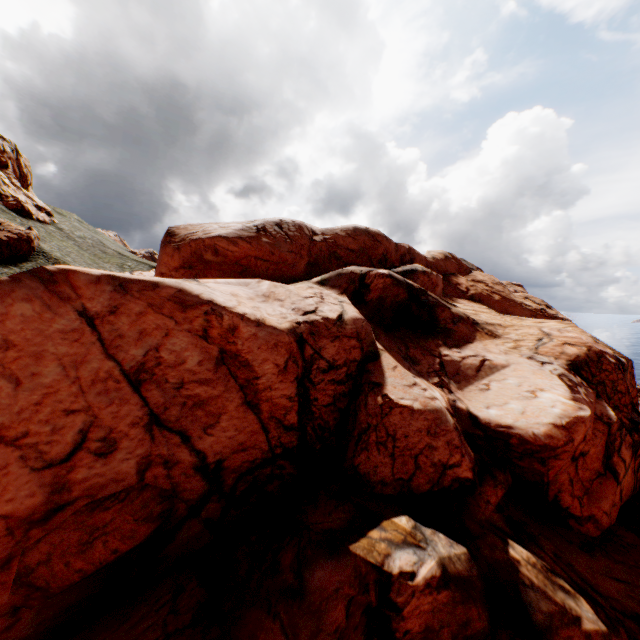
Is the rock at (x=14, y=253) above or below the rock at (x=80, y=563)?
above

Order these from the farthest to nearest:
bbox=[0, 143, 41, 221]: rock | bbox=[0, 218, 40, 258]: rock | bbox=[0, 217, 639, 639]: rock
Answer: bbox=[0, 143, 41, 221]: rock, bbox=[0, 218, 40, 258]: rock, bbox=[0, 217, 639, 639]: rock

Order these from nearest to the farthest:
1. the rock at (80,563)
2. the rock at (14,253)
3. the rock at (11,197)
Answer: the rock at (80,563), the rock at (14,253), the rock at (11,197)

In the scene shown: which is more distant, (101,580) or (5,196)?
(5,196)

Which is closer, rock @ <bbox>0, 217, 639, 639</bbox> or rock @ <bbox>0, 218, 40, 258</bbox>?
rock @ <bbox>0, 217, 639, 639</bbox>

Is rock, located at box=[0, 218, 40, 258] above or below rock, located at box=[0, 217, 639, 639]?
above
